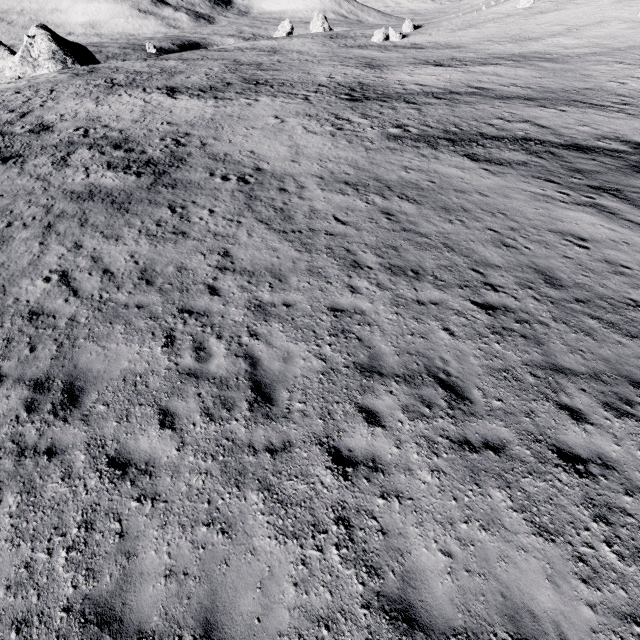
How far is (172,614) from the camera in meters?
4.4 m
